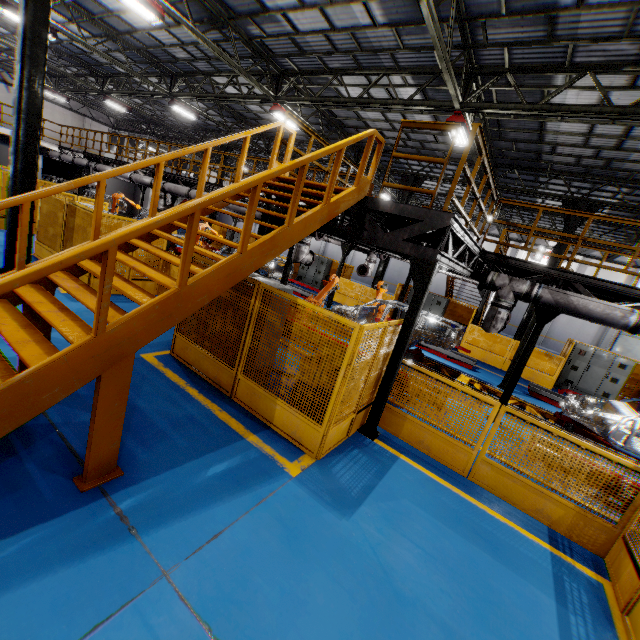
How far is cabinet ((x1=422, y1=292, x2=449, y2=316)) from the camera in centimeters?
1748cm

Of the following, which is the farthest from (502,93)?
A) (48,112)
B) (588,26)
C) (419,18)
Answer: (48,112)

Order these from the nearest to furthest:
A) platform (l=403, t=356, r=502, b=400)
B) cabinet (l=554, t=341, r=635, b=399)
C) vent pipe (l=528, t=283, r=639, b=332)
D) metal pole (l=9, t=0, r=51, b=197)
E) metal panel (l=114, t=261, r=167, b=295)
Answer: vent pipe (l=528, t=283, r=639, b=332) < metal pole (l=9, t=0, r=51, b=197) < metal panel (l=114, t=261, r=167, b=295) < platform (l=403, t=356, r=502, b=400) < cabinet (l=554, t=341, r=635, b=399)

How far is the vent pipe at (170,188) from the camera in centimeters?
1393cm

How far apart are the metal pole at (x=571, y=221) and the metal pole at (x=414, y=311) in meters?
11.9 m

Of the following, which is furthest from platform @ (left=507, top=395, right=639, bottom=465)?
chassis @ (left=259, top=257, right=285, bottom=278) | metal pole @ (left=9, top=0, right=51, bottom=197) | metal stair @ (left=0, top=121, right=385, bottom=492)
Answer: metal pole @ (left=9, top=0, right=51, bottom=197)

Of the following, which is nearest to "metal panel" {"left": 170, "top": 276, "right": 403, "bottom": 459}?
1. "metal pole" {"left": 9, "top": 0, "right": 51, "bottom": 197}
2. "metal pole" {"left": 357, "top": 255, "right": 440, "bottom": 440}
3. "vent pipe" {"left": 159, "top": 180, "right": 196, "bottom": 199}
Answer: "metal pole" {"left": 357, "top": 255, "right": 440, "bottom": 440}

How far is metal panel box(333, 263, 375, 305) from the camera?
18.4 meters
